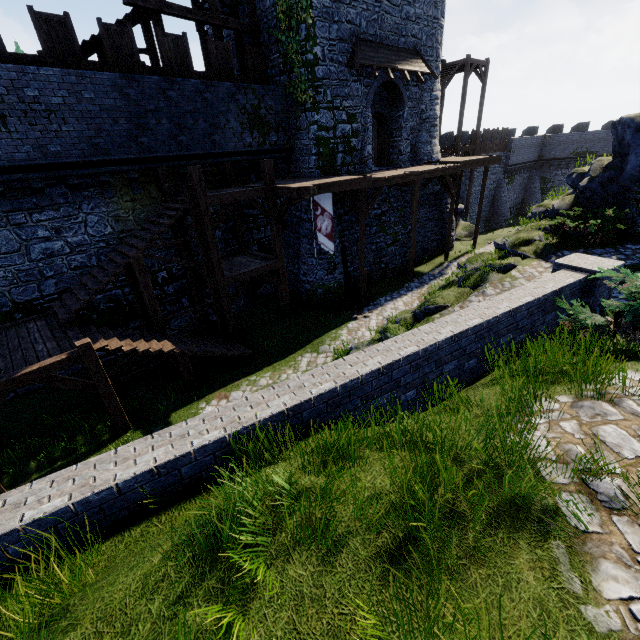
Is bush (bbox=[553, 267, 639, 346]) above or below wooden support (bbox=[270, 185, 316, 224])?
below

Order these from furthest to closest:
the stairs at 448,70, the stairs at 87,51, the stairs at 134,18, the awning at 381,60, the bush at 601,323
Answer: the stairs at 448,70
the awning at 381,60
the stairs at 134,18
the stairs at 87,51
the bush at 601,323

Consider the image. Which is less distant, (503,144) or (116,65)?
(116,65)

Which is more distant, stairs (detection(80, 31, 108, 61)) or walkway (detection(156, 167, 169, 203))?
walkway (detection(156, 167, 169, 203))

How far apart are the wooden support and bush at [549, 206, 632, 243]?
10.25m

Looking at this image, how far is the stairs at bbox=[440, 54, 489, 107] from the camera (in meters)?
23.69

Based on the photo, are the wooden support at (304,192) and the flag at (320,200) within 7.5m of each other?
yes

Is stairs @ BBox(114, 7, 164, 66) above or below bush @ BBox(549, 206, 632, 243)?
above
